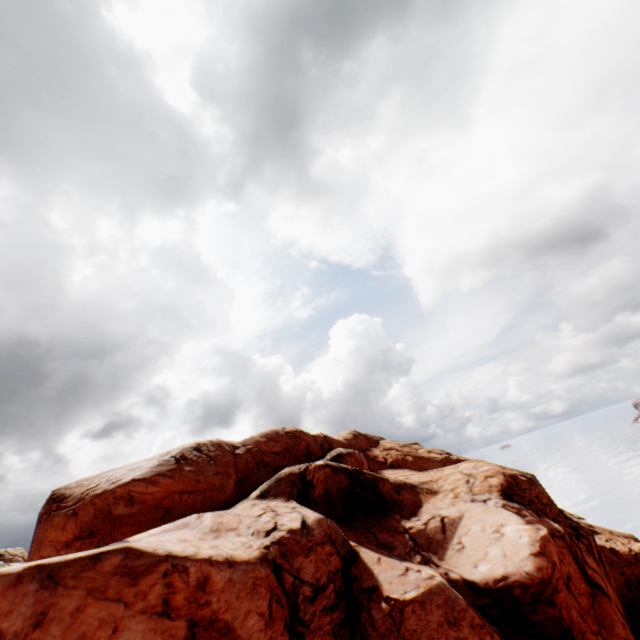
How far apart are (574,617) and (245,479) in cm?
1967
